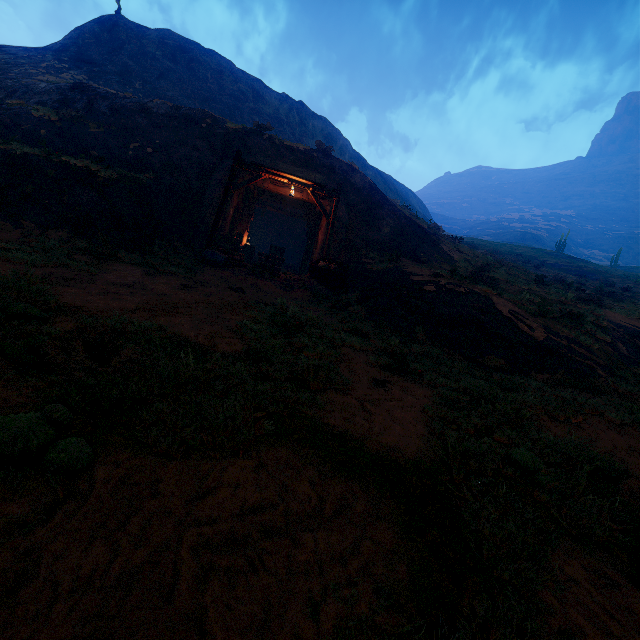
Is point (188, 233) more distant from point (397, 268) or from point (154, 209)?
point (397, 268)

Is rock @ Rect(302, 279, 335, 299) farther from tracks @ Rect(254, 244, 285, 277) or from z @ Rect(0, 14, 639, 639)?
tracks @ Rect(254, 244, 285, 277)

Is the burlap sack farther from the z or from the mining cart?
the mining cart

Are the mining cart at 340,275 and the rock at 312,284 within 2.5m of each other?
yes

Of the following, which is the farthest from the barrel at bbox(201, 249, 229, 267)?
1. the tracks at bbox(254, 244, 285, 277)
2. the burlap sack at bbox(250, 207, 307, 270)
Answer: the burlap sack at bbox(250, 207, 307, 270)

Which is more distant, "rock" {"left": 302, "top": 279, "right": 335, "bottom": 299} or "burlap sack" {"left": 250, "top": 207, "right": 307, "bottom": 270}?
"burlap sack" {"left": 250, "top": 207, "right": 307, "bottom": 270}

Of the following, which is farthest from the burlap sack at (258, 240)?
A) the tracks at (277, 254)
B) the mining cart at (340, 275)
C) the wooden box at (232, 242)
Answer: the mining cart at (340, 275)

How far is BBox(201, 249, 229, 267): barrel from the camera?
13.3 meters
